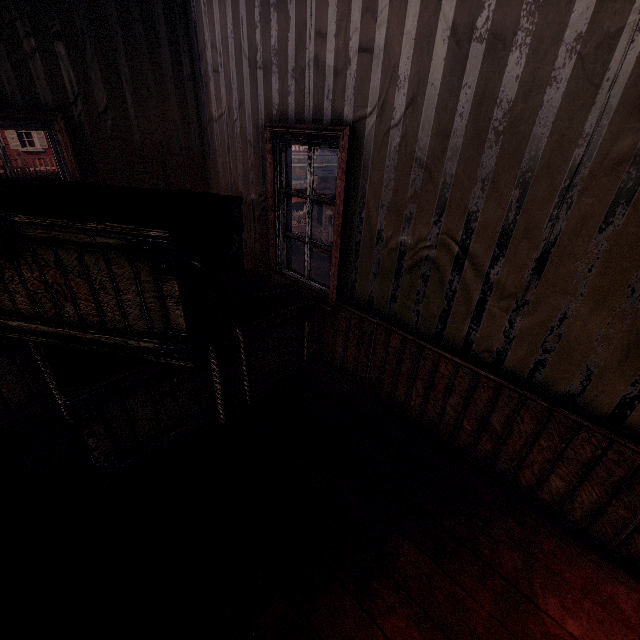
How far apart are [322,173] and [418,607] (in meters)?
25.24

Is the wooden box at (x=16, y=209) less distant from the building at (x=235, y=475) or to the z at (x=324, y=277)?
the building at (x=235, y=475)

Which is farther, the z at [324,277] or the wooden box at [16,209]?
the z at [324,277]

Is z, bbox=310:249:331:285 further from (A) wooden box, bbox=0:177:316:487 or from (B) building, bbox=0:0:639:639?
(A) wooden box, bbox=0:177:316:487

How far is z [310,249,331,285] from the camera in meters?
18.1

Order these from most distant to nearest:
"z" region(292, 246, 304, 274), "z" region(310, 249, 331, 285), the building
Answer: "z" region(292, 246, 304, 274) < "z" region(310, 249, 331, 285) < the building
